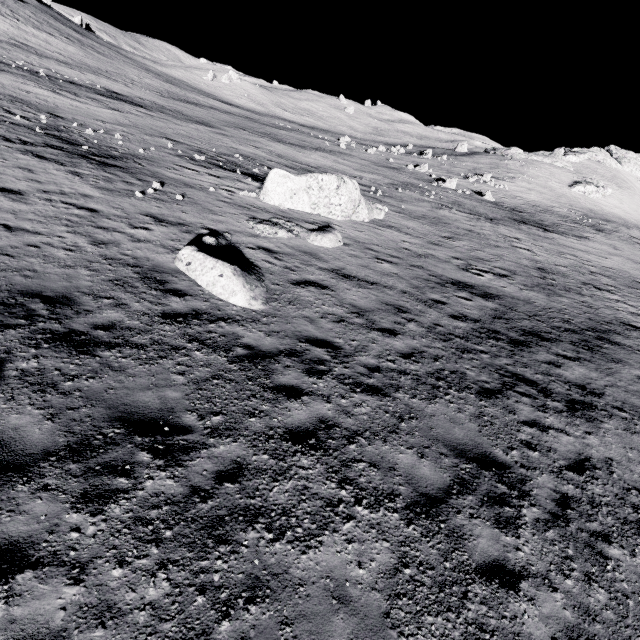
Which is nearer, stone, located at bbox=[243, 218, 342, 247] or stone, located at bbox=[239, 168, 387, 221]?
stone, located at bbox=[243, 218, 342, 247]

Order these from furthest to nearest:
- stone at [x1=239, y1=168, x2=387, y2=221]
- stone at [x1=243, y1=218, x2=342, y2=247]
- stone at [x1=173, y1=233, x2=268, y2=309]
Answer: stone at [x1=239, y1=168, x2=387, y2=221], stone at [x1=243, y1=218, x2=342, y2=247], stone at [x1=173, y1=233, x2=268, y2=309]

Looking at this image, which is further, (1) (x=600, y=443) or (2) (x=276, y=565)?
(1) (x=600, y=443)

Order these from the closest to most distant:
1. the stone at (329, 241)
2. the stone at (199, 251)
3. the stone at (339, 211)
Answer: the stone at (199, 251), the stone at (329, 241), the stone at (339, 211)

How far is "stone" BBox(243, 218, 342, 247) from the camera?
13.25m

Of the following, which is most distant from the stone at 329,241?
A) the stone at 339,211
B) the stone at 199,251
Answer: the stone at 339,211

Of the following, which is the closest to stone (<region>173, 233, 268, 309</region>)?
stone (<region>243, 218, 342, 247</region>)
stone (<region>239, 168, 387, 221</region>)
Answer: stone (<region>243, 218, 342, 247</region>)

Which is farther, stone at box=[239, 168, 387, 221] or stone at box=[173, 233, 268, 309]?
stone at box=[239, 168, 387, 221]
